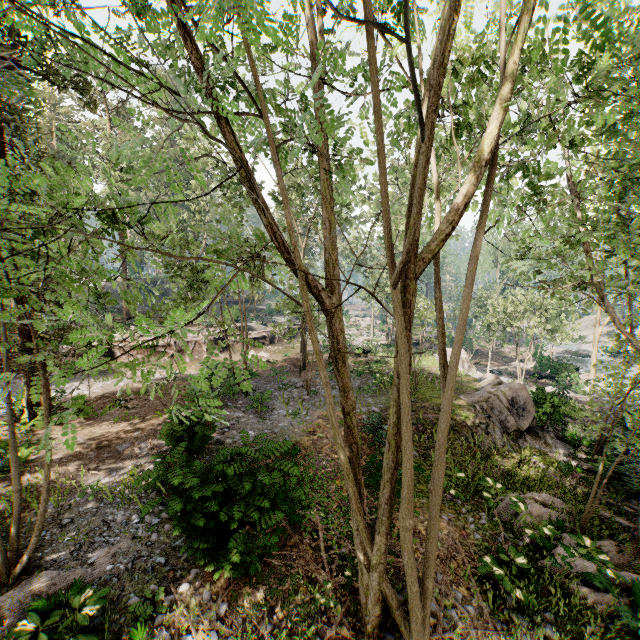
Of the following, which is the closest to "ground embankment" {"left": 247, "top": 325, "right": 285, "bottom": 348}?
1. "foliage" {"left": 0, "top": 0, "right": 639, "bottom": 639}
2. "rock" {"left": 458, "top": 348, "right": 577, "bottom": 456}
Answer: "foliage" {"left": 0, "top": 0, "right": 639, "bottom": 639}

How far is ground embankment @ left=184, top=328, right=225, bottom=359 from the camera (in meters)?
26.00

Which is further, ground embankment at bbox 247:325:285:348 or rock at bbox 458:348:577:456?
ground embankment at bbox 247:325:285:348

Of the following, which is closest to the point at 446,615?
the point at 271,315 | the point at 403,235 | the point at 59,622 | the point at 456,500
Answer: the point at 456,500

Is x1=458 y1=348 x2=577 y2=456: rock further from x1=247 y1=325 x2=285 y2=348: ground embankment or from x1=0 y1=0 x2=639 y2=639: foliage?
x1=247 y1=325 x2=285 y2=348: ground embankment

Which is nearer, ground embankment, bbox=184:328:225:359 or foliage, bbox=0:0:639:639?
foliage, bbox=0:0:639:639

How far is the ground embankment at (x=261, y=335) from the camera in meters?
30.4 m

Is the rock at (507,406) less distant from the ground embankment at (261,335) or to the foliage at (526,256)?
the foliage at (526,256)
